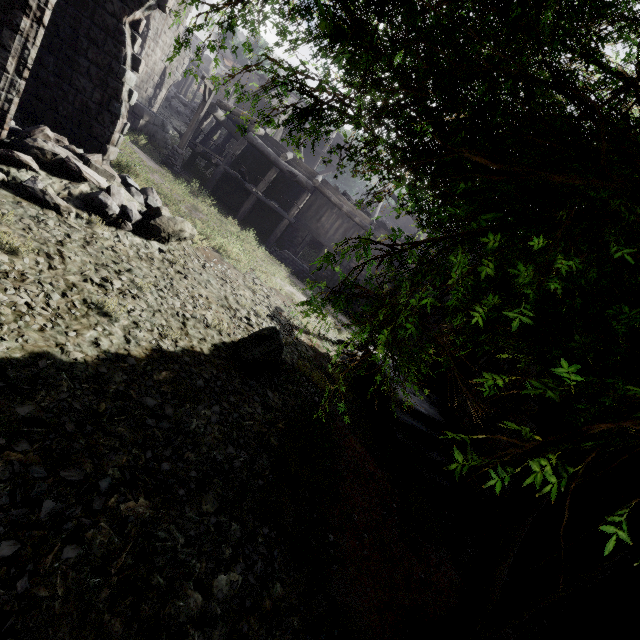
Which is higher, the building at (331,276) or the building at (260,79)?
the building at (260,79)

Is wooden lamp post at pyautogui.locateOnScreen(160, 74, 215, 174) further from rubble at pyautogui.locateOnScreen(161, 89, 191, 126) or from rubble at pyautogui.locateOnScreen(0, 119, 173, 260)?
rubble at pyautogui.locateOnScreen(161, 89, 191, 126)

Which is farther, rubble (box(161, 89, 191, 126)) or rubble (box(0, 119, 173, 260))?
rubble (box(161, 89, 191, 126))

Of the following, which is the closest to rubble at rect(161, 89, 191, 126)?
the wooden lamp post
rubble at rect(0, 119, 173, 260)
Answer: the wooden lamp post

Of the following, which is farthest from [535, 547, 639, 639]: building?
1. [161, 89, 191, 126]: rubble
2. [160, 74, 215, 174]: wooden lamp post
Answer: [160, 74, 215, 174]: wooden lamp post

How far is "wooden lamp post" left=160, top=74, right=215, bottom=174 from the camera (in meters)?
15.94

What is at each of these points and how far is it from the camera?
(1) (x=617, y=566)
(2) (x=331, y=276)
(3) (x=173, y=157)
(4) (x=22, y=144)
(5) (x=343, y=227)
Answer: (1) building, 6.9m
(2) building, 23.0m
(3) wooden lamp post, 16.9m
(4) rubble, 6.6m
(5) building, 22.1m

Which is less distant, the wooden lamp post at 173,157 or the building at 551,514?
the building at 551,514
